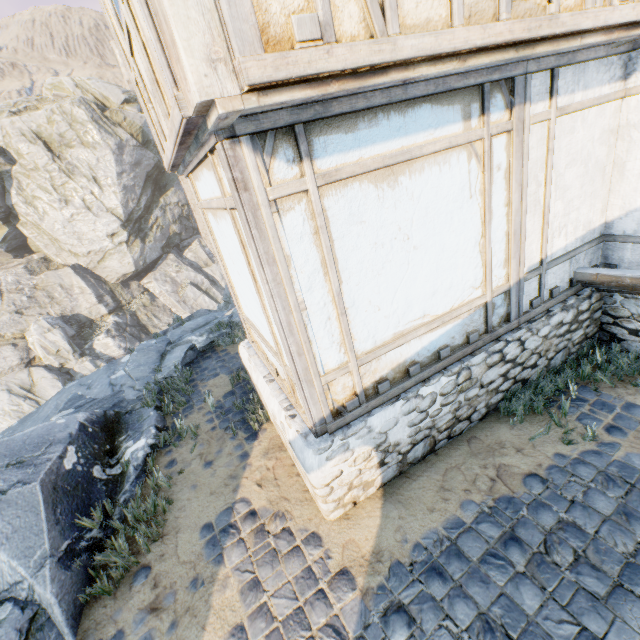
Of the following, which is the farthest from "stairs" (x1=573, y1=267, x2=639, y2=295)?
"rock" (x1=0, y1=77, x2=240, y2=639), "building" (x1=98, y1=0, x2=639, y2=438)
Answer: "rock" (x1=0, y1=77, x2=240, y2=639)

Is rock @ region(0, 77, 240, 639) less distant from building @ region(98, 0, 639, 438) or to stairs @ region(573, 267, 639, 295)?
building @ region(98, 0, 639, 438)

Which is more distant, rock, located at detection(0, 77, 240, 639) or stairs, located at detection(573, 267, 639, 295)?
stairs, located at detection(573, 267, 639, 295)

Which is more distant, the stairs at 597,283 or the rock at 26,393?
the stairs at 597,283

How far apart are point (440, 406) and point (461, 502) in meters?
1.0 m

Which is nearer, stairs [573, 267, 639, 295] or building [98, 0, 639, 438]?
building [98, 0, 639, 438]

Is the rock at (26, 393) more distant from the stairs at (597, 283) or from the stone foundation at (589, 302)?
the stairs at (597, 283)
